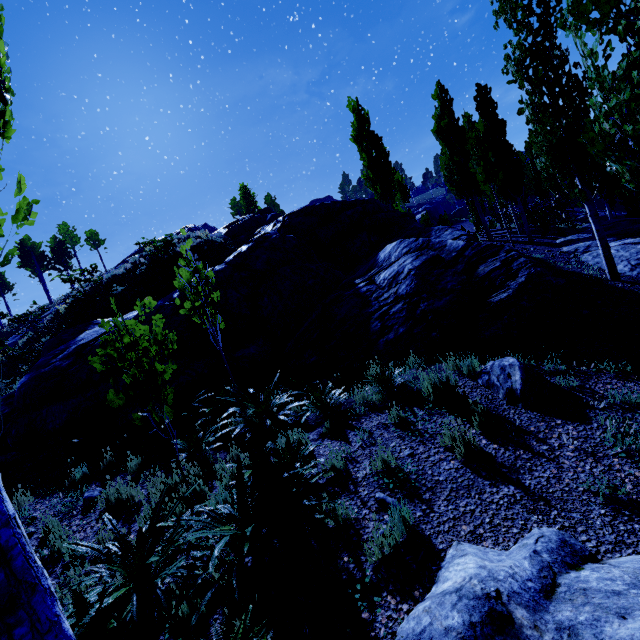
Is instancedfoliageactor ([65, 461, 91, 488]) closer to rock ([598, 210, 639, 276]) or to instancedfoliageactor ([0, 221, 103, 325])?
rock ([598, 210, 639, 276])

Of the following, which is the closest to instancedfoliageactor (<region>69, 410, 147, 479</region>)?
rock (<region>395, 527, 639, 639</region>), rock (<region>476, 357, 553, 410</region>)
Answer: rock (<region>395, 527, 639, 639</region>)

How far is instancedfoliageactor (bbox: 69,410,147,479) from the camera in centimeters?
623cm

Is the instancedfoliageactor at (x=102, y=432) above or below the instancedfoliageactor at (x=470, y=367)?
above

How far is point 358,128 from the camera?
22.4 meters

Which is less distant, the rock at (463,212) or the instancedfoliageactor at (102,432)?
the instancedfoliageactor at (102,432)

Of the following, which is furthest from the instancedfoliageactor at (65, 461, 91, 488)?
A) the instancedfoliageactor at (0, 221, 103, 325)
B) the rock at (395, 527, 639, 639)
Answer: the instancedfoliageactor at (0, 221, 103, 325)
